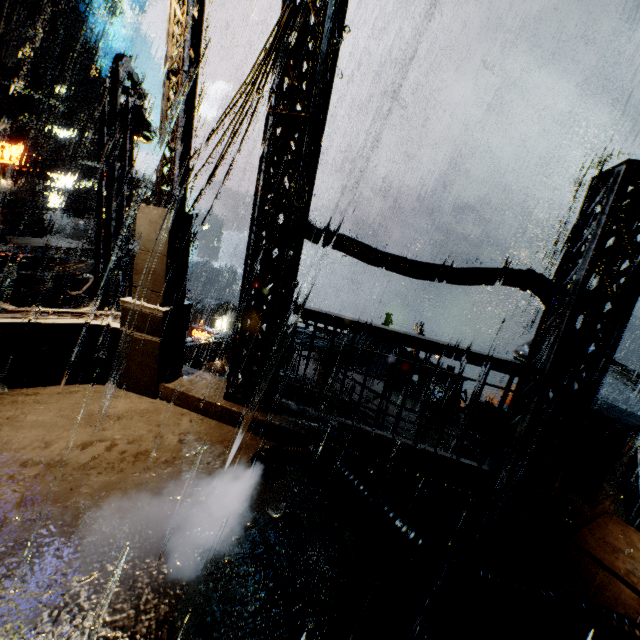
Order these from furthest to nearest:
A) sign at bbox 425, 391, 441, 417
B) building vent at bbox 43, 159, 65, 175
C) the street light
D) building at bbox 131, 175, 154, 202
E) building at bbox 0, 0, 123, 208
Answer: building at bbox 131, 175, 154, 202
building vent at bbox 43, 159, 65, 175
building at bbox 0, 0, 123, 208
sign at bbox 425, 391, 441, 417
the street light

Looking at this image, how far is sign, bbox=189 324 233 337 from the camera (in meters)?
21.15

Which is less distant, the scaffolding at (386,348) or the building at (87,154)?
the scaffolding at (386,348)

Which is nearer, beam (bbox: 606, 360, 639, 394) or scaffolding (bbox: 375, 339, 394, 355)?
scaffolding (bbox: 375, 339, 394, 355)

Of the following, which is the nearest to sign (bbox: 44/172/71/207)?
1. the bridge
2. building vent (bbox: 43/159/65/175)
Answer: building vent (bbox: 43/159/65/175)

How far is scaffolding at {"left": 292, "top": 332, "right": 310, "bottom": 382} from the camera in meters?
8.1 m

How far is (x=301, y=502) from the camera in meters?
4.3

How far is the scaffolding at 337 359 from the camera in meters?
7.8
